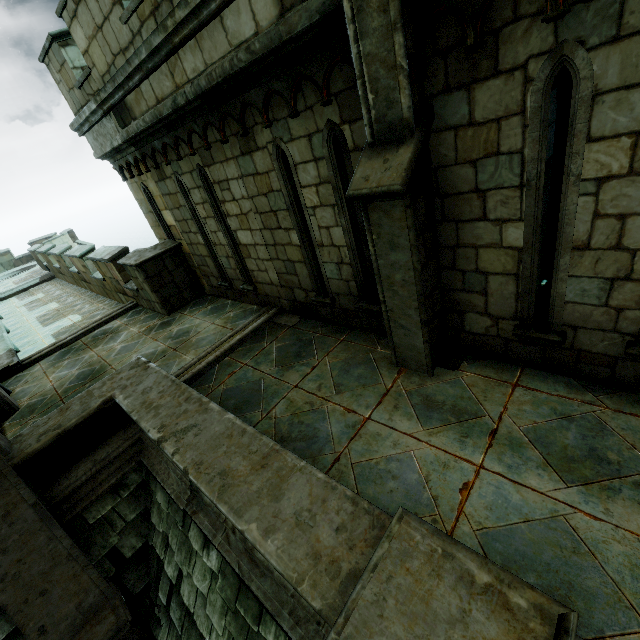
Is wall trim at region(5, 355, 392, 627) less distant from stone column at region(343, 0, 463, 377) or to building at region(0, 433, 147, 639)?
building at region(0, 433, 147, 639)

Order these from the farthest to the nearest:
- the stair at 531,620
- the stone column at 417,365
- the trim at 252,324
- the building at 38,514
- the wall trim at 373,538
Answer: the trim at 252,324
the building at 38,514
the stone column at 417,365
the wall trim at 373,538
the stair at 531,620

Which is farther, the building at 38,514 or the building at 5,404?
the building at 5,404

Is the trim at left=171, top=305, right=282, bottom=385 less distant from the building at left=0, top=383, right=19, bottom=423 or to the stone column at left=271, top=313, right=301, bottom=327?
the stone column at left=271, top=313, right=301, bottom=327

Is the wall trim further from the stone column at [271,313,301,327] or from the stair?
the stone column at [271,313,301,327]

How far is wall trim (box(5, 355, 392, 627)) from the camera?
2.18m

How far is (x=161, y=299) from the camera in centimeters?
817cm

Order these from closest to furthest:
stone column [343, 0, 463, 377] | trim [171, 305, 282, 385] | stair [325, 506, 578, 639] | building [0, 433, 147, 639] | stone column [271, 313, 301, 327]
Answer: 1. stair [325, 506, 578, 639]
2. stone column [343, 0, 463, 377]
3. building [0, 433, 147, 639]
4. trim [171, 305, 282, 385]
5. stone column [271, 313, 301, 327]
